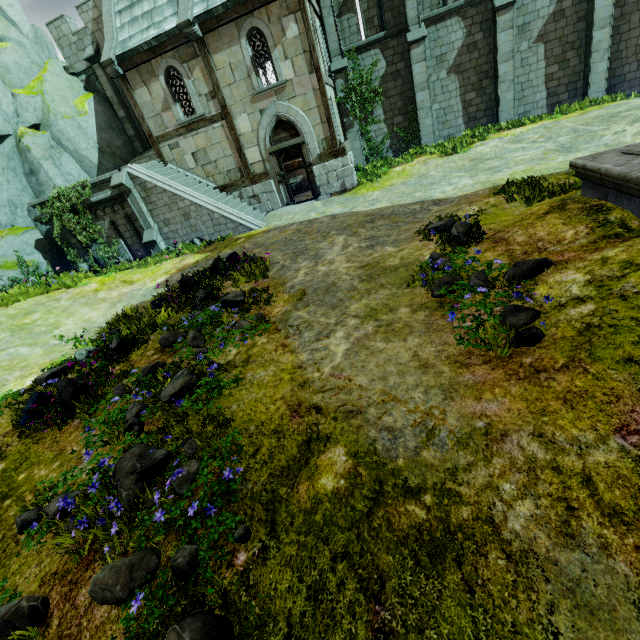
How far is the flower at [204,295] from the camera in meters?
7.4

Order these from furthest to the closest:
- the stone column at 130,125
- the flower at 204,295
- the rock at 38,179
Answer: the stone column at 130,125, the rock at 38,179, the flower at 204,295

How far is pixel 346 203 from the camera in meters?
13.1 m

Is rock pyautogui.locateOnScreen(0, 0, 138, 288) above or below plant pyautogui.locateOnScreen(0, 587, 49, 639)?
above

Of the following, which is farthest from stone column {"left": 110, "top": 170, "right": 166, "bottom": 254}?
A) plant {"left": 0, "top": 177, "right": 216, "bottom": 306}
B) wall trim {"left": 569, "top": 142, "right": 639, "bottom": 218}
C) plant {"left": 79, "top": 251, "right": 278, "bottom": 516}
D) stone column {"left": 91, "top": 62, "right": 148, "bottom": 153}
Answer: wall trim {"left": 569, "top": 142, "right": 639, "bottom": 218}

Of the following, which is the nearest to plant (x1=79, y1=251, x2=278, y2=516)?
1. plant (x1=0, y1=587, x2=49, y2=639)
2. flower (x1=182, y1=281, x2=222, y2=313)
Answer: flower (x1=182, y1=281, x2=222, y2=313)

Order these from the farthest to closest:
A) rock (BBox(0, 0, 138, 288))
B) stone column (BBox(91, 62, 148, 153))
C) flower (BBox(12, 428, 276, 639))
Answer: stone column (BBox(91, 62, 148, 153)) < rock (BBox(0, 0, 138, 288)) < flower (BBox(12, 428, 276, 639))

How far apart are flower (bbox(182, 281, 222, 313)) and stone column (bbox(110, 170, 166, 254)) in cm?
810
